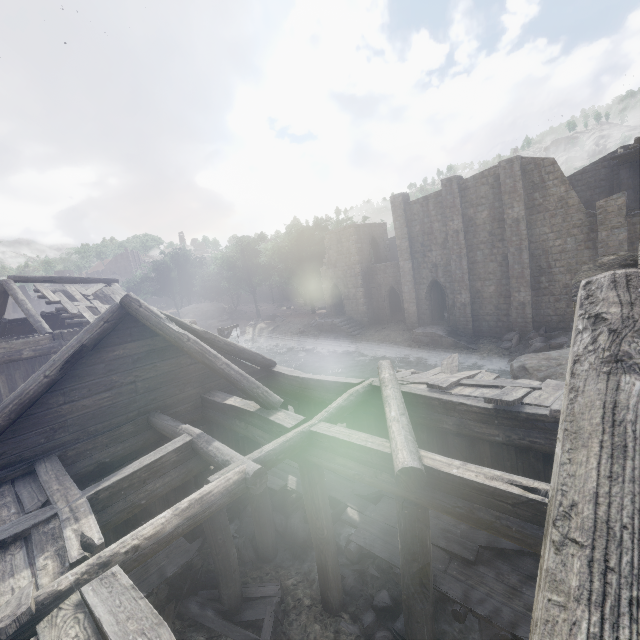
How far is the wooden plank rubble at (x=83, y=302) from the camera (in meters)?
15.51

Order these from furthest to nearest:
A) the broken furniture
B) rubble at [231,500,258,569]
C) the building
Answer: rubble at [231,500,258,569] < the broken furniture < the building

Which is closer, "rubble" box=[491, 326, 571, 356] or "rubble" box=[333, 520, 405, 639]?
"rubble" box=[333, 520, 405, 639]

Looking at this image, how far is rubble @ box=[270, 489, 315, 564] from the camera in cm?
947

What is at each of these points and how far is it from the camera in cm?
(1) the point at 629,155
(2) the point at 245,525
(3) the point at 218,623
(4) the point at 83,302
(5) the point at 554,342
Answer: (1) wooden plank rubble, 2209
(2) rubble, 1044
(3) broken furniture, 730
(4) wooden plank rubble, 1662
(5) rubble, 2089

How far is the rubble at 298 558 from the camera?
9.5m

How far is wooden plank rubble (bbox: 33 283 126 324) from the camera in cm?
1551
